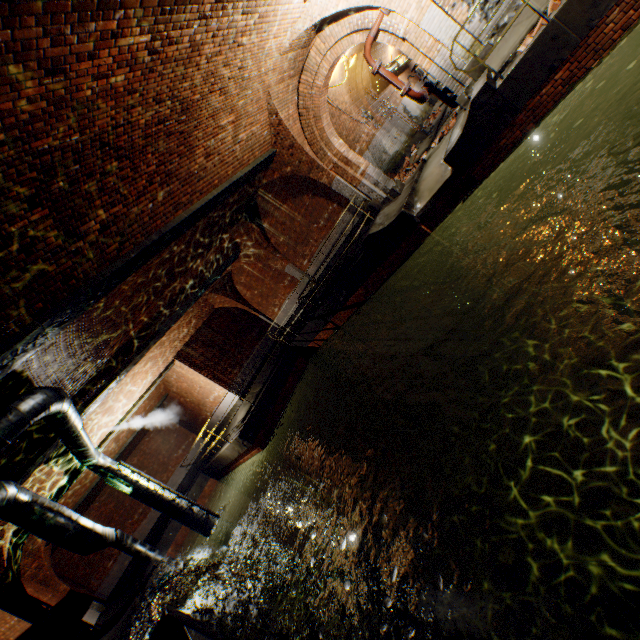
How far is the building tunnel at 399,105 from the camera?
16.5m

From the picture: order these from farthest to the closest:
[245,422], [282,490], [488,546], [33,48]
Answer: [282,490] < [245,422] < [488,546] < [33,48]

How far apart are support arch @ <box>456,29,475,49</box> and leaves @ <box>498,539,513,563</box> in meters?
10.3

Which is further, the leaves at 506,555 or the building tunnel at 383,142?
the building tunnel at 383,142

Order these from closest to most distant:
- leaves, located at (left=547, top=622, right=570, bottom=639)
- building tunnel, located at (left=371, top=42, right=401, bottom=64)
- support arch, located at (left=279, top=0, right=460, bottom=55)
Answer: leaves, located at (left=547, top=622, right=570, bottom=639) < support arch, located at (left=279, top=0, right=460, bottom=55) < building tunnel, located at (left=371, top=42, right=401, bottom=64)

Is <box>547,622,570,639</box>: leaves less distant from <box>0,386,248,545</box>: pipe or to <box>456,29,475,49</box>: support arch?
<box>0,386,248,545</box>: pipe

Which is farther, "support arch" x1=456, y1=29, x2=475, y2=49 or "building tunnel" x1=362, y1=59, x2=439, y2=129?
"building tunnel" x1=362, y1=59, x2=439, y2=129

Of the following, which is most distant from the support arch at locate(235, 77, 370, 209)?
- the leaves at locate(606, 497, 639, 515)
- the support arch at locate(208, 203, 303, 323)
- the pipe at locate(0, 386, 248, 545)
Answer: the leaves at locate(606, 497, 639, 515)
